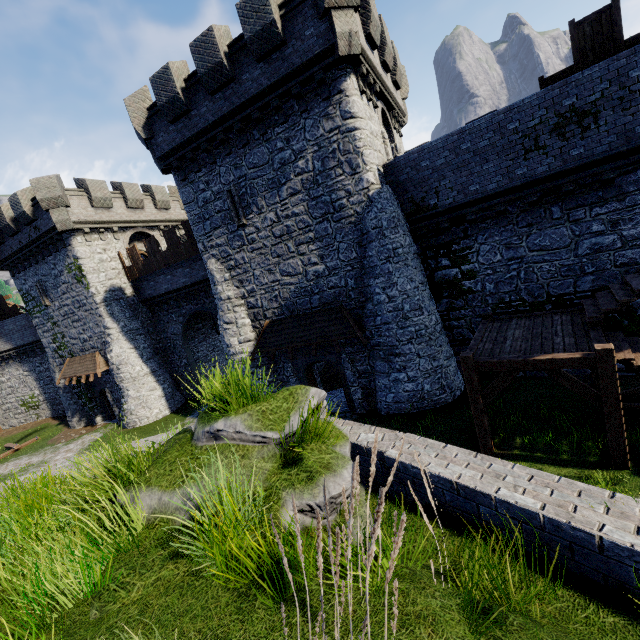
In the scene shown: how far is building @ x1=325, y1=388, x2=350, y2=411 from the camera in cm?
1628

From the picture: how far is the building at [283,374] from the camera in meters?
16.4 m

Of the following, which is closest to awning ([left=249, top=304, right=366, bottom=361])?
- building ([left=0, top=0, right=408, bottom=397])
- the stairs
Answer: building ([left=0, top=0, right=408, bottom=397])

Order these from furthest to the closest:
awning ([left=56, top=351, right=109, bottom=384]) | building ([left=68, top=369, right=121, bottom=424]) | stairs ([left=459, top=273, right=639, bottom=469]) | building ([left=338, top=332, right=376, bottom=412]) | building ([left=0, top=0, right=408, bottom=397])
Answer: building ([left=68, top=369, right=121, bottom=424]), awning ([left=56, top=351, right=109, bottom=384]), building ([left=338, top=332, right=376, bottom=412]), building ([left=0, top=0, right=408, bottom=397]), stairs ([left=459, top=273, right=639, bottom=469])

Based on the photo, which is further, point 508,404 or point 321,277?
point 321,277

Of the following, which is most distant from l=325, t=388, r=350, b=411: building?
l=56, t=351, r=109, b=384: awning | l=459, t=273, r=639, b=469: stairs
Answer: l=459, t=273, r=639, b=469: stairs

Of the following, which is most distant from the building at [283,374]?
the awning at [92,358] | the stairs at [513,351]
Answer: the stairs at [513,351]

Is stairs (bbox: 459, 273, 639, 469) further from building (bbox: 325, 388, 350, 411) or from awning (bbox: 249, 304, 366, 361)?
building (bbox: 325, 388, 350, 411)
